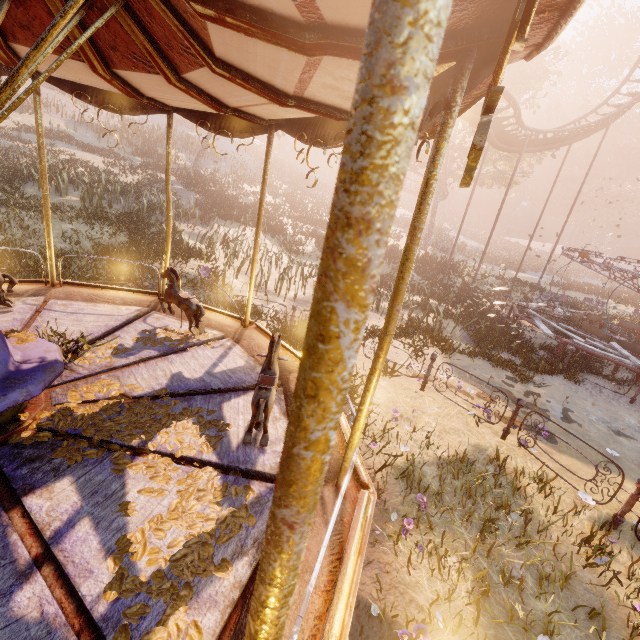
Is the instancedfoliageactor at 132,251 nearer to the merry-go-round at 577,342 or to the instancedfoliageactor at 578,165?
the merry-go-round at 577,342

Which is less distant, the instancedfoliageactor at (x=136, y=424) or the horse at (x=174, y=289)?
the instancedfoliageactor at (x=136, y=424)

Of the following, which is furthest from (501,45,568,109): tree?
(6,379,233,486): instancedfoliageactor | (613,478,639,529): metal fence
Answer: (6,379,233,486): instancedfoliageactor

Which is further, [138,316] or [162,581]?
[138,316]

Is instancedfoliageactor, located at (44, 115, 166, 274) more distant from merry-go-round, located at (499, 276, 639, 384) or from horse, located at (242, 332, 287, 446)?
merry-go-round, located at (499, 276, 639, 384)

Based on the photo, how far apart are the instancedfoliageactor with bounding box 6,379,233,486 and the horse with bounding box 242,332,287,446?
0.25m
